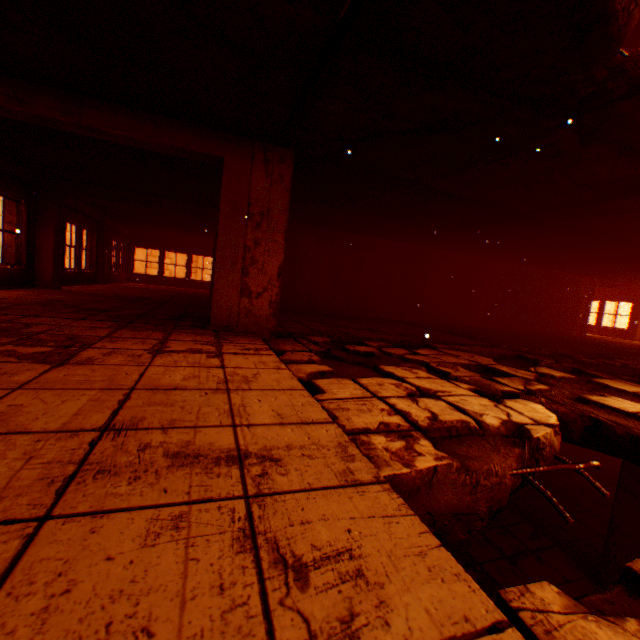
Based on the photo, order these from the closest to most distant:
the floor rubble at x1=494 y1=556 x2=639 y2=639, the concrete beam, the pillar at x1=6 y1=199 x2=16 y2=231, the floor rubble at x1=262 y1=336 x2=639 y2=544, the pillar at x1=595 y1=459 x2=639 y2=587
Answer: the floor rubble at x1=494 y1=556 x2=639 y2=639 → the floor rubble at x1=262 y1=336 x2=639 y2=544 → the pillar at x1=595 y1=459 x2=639 y2=587 → the pillar at x1=6 y1=199 x2=16 y2=231 → the concrete beam

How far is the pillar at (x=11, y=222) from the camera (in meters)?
7.49

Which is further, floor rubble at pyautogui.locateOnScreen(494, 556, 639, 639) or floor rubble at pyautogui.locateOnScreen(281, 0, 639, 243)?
floor rubble at pyautogui.locateOnScreen(281, 0, 639, 243)

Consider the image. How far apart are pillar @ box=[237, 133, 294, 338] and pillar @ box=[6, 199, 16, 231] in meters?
6.8 m

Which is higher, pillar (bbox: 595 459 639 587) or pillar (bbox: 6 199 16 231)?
pillar (bbox: 6 199 16 231)

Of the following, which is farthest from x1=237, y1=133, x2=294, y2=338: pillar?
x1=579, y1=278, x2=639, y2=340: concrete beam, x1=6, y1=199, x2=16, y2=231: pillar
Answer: x1=579, y1=278, x2=639, y2=340: concrete beam

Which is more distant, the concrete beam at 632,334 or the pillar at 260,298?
the concrete beam at 632,334

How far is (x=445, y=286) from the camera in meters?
11.8
